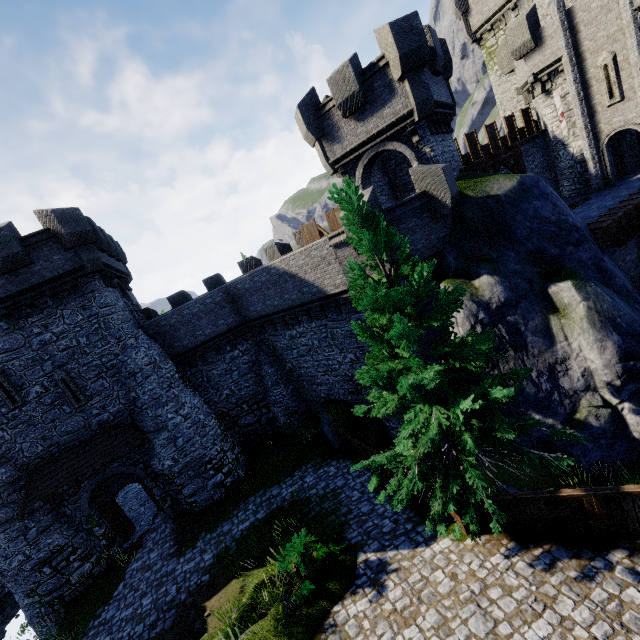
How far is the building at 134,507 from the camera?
16.8m

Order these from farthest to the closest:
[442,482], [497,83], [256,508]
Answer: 1. [497,83]
2. [256,508]
3. [442,482]

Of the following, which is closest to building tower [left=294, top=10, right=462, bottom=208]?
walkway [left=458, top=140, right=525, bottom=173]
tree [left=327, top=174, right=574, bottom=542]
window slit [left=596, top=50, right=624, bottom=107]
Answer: walkway [left=458, top=140, right=525, bottom=173]

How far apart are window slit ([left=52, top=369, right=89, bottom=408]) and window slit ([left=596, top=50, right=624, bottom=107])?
33.5 meters

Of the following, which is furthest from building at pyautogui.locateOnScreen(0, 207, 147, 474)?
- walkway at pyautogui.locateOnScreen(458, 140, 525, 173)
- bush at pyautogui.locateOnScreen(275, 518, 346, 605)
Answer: walkway at pyautogui.locateOnScreen(458, 140, 525, 173)

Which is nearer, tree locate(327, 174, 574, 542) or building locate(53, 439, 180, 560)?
tree locate(327, 174, 574, 542)

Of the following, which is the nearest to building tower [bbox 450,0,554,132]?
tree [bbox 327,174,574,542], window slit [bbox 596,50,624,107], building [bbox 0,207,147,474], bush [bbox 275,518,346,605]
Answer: window slit [bbox 596,50,624,107]

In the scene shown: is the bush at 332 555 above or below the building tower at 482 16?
below
